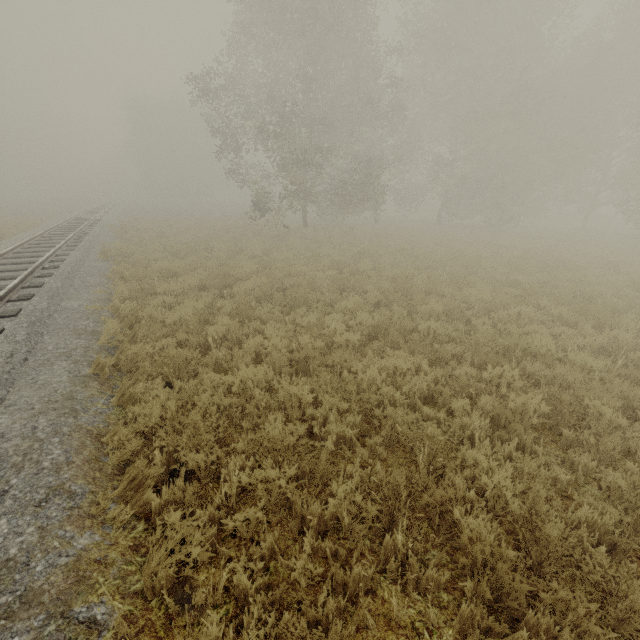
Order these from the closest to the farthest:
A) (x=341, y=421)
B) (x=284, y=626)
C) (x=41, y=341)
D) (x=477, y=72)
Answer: (x=284, y=626) → (x=341, y=421) → (x=41, y=341) → (x=477, y=72)
